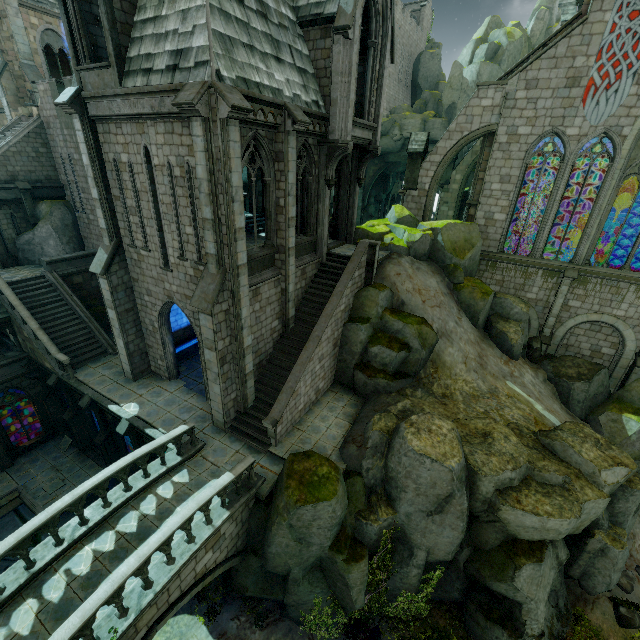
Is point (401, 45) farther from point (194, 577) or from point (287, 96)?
point (194, 577)

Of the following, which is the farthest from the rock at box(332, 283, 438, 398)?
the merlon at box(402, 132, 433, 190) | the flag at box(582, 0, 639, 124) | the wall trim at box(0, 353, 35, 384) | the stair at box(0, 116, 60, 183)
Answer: the stair at box(0, 116, 60, 183)

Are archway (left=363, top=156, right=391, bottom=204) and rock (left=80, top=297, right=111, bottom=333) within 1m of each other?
no

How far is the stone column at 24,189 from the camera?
19.8m

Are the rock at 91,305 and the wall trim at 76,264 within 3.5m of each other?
yes

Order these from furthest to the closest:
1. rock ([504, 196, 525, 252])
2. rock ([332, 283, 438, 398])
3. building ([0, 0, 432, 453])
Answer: rock ([504, 196, 525, 252])
rock ([332, 283, 438, 398])
building ([0, 0, 432, 453])

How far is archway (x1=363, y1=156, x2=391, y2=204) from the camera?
43.7m

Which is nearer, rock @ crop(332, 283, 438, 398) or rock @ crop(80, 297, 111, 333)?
rock @ crop(332, 283, 438, 398)
